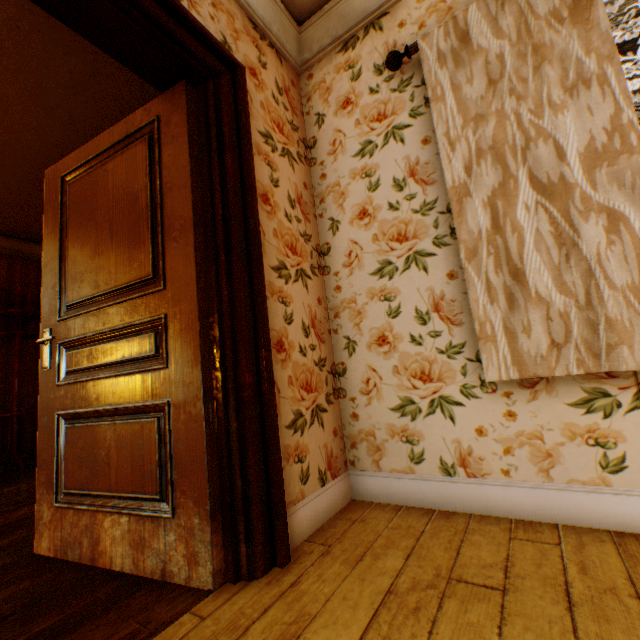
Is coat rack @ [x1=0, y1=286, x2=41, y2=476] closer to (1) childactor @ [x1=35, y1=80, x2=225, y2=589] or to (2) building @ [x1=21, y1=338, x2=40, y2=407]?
(2) building @ [x1=21, y1=338, x2=40, y2=407]

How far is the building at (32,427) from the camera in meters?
4.4 m

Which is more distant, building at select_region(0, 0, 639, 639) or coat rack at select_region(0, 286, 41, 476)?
coat rack at select_region(0, 286, 41, 476)

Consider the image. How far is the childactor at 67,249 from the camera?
1.33m

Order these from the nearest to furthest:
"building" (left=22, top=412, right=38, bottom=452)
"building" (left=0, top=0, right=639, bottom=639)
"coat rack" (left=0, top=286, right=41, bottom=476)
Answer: "building" (left=0, top=0, right=639, bottom=639) < "coat rack" (left=0, top=286, right=41, bottom=476) < "building" (left=22, top=412, right=38, bottom=452)

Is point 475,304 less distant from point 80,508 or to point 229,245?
point 229,245

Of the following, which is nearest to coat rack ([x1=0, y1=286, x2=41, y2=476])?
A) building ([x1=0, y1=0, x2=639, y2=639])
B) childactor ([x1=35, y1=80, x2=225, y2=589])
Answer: building ([x1=0, y1=0, x2=639, y2=639])
